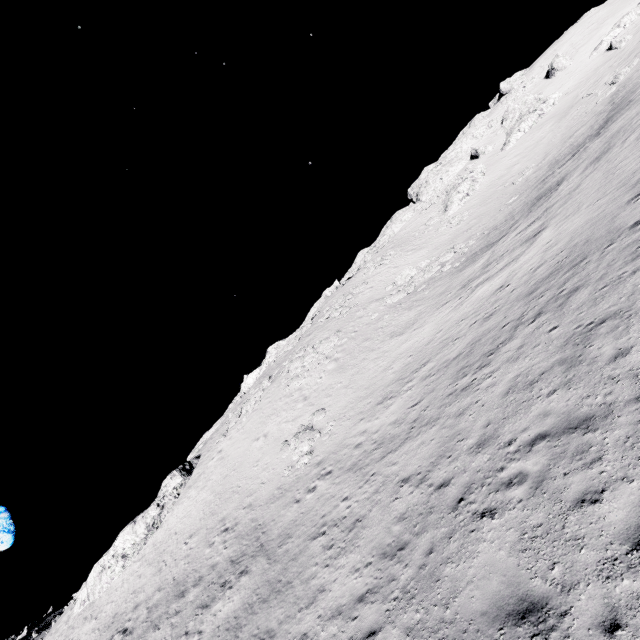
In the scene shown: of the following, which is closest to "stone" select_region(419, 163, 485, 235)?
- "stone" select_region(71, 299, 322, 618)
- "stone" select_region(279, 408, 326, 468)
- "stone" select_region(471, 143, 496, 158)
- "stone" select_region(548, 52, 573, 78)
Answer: "stone" select_region(471, 143, 496, 158)

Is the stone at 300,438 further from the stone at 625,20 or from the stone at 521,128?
the stone at 625,20

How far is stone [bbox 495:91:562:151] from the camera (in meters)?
48.91

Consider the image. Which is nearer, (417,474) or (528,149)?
(417,474)

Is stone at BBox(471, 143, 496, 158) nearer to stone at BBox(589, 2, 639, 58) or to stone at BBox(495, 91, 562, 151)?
stone at BBox(495, 91, 562, 151)

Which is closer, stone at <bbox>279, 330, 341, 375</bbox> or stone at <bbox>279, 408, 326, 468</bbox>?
stone at <bbox>279, 408, 326, 468</bbox>

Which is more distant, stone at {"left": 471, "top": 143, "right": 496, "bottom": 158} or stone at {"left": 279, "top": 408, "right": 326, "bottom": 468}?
stone at {"left": 471, "top": 143, "right": 496, "bottom": 158}

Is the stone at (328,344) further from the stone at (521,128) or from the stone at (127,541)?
the stone at (521,128)
